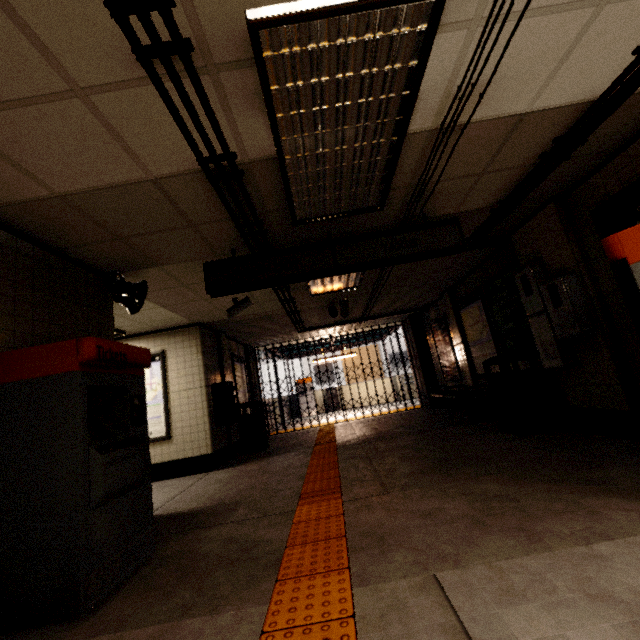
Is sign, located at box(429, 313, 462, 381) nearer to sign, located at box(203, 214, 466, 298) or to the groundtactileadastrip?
the groundtactileadastrip

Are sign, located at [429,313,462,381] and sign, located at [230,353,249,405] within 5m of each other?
no

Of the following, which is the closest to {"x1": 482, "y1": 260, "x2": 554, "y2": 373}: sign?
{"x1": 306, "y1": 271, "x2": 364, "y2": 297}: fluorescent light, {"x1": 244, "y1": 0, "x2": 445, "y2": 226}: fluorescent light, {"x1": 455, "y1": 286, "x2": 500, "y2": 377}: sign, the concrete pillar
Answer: {"x1": 455, "y1": 286, "x2": 500, "y2": 377}: sign

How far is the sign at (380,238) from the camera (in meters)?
3.71

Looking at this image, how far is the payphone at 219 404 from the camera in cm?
665

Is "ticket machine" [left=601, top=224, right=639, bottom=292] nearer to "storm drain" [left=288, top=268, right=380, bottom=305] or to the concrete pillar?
"storm drain" [left=288, top=268, right=380, bottom=305]

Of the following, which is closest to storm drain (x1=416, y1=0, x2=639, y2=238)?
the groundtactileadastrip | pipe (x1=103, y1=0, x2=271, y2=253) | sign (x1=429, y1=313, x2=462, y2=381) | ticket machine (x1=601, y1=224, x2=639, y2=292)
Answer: pipe (x1=103, y1=0, x2=271, y2=253)

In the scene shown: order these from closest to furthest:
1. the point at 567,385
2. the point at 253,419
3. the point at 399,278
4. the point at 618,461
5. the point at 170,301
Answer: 1. the point at 618,461
2. the point at 567,385
3. the point at 170,301
4. the point at 399,278
5. the point at 253,419
